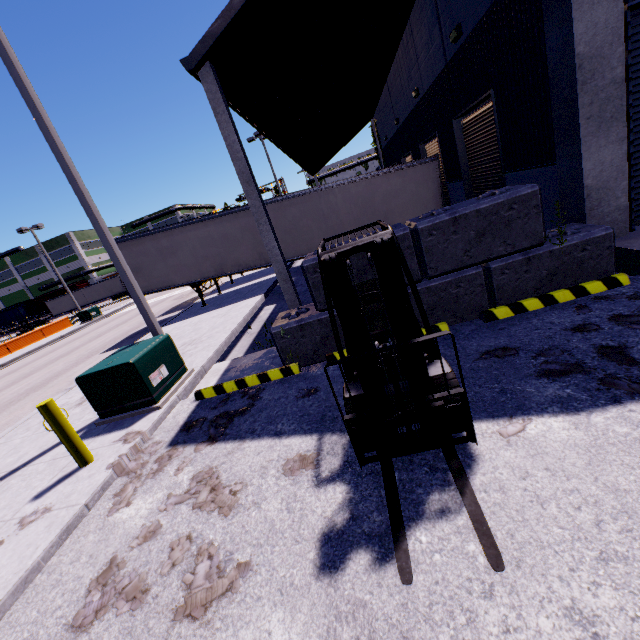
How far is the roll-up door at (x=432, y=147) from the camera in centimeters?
→ 1283cm

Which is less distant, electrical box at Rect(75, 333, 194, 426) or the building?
the building

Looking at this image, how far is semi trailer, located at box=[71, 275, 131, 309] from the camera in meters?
51.7

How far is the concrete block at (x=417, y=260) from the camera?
5.1 meters

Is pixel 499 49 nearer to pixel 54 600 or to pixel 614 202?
pixel 614 202

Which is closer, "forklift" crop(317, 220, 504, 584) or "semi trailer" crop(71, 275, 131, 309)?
"forklift" crop(317, 220, 504, 584)

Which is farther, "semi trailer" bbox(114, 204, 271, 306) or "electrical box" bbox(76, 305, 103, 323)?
"electrical box" bbox(76, 305, 103, 323)

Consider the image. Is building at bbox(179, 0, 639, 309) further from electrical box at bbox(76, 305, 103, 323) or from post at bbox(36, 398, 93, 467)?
post at bbox(36, 398, 93, 467)
